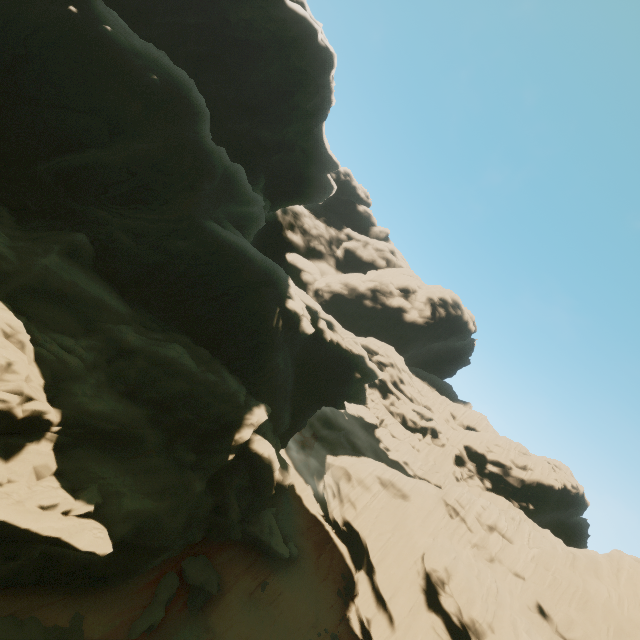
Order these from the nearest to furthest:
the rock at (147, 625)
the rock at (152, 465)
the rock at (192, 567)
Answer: the rock at (152, 465), the rock at (147, 625), the rock at (192, 567)

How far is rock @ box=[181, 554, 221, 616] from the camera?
21.3m

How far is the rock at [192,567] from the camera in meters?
21.3 m

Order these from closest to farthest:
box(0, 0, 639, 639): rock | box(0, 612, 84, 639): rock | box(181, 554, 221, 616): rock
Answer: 1. box(0, 612, 84, 639): rock
2. box(0, 0, 639, 639): rock
3. box(181, 554, 221, 616): rock

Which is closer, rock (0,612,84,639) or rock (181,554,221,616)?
rock (0,612,84,639)

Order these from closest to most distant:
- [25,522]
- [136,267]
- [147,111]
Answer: [25,522] → [147,111] → [136,267]
